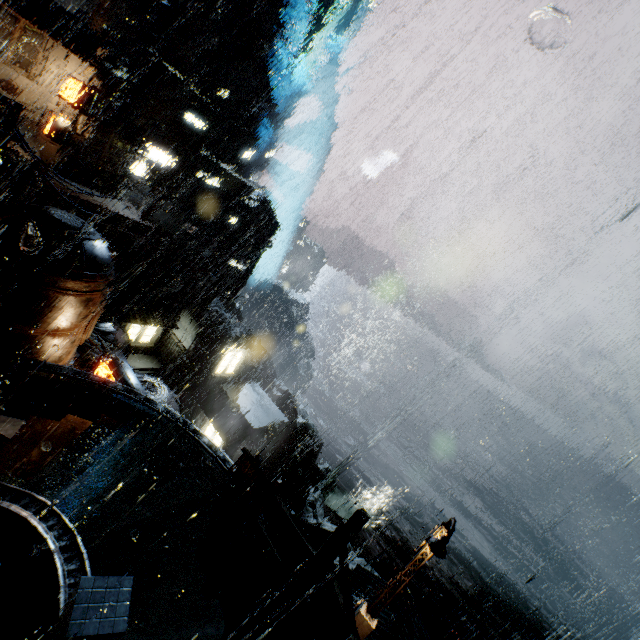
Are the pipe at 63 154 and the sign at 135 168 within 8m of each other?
yes

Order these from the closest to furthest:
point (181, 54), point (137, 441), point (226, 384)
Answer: point (137, 441), point (226, 384), point (181, 54)

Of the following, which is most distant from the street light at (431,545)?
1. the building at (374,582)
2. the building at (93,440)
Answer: the building at (374,582)

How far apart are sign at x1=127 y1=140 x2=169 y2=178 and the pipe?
6.71m

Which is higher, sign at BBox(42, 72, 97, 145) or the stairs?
sign at BBox(42, 72, 97, 145)

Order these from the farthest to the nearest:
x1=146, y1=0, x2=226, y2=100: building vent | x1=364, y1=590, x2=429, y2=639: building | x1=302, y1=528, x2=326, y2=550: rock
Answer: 1. x1=302, y1=528, x2=326, y2=550: rock
2. x1=146, y1=0, x2=226, y2=100: building vent
3. x1=364, y1=590, x2=429, y2=639: building

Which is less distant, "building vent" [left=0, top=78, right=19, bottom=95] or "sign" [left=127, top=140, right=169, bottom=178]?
"building vent" [left=0, top=78, right=19, bottom=95]

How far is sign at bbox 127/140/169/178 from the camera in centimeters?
3248cm
